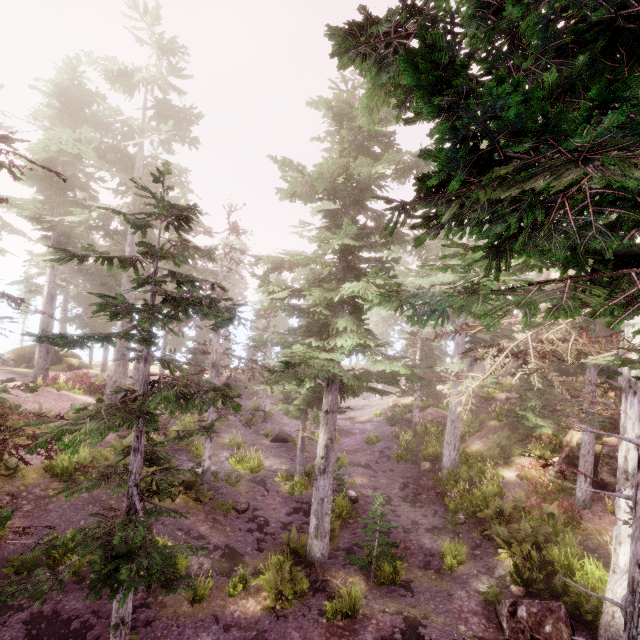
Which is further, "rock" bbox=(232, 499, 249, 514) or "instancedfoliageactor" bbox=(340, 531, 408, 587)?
"rock" bbox=(232, 499, 249, 514)

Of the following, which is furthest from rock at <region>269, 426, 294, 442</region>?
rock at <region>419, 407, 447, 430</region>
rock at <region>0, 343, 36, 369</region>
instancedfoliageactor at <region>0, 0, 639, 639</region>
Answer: rock at <region>0, 343, 36, 369</region>

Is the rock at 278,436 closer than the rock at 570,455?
No

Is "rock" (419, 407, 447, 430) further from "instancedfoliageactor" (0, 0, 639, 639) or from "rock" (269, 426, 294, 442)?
"rock" (269, 426, 294, 442)

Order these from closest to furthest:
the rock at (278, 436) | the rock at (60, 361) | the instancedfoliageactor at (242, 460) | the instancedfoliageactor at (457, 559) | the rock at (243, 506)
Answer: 1. the instancedfoliageactor at (457, 559)
2. the rock at (243, 506)
3. the instancedfoliageactor at (242, 460)
4. the rock at (278, 436)
5. the rock at (60, 361)

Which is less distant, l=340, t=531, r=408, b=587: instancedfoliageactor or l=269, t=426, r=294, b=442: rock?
l=340, t=531, r=408, b=587: instancedfoliageactor

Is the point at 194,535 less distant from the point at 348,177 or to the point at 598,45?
the point at 348,177

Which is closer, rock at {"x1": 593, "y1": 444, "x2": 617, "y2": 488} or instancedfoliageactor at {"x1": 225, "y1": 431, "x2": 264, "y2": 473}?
rock at {"x1": 593, "y1": 444, "x2": 617, "y2": 488}
